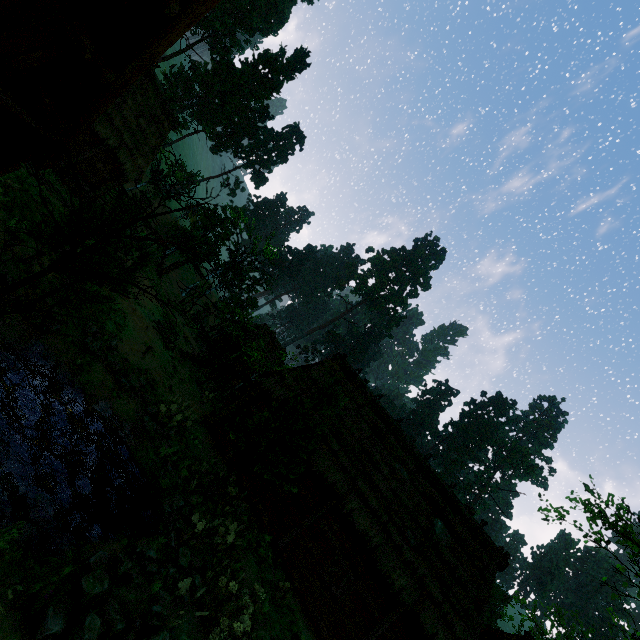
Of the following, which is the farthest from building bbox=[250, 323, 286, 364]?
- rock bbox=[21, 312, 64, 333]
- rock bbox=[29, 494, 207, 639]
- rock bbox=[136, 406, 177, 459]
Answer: rock bbox=[29, 494, 207, 639]

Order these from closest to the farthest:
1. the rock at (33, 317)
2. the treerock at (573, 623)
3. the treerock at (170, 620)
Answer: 1. the treerock at (170, 620)
2. the rock at (33, 317)
3. the treerock at (573, 623)

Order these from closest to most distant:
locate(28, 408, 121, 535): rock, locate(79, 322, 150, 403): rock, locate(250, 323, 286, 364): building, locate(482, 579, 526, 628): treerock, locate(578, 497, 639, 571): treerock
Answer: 1. locate(28, 408, 121, 535): rock
2. locate(79, 322, 150, 403): rock
3. locate(578, 497, 639, 571): treerock
4. locate(482, 579, 526, 628): treerock
5. locate(250, 323, 286, 364): building

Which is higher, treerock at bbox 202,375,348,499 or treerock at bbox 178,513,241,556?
treerock at bbox 202,375,348,499

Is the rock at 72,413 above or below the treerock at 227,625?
below

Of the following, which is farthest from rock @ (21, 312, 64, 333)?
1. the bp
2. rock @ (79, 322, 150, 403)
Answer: the bp

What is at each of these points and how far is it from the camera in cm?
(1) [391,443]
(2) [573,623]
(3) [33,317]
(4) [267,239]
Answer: (1) building, 1634
(2) treerock, 2530
(3) rock, 851
(4) treerock, 4281

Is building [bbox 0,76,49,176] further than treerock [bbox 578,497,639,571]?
No
